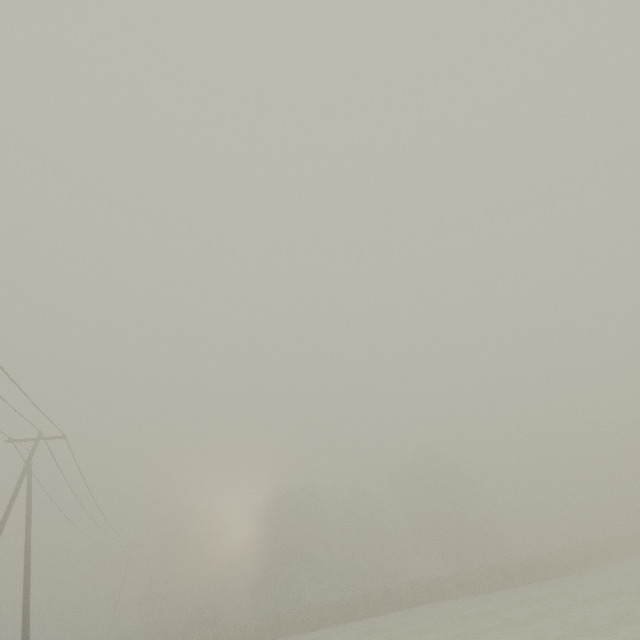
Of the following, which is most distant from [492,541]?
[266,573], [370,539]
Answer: [266,573]
